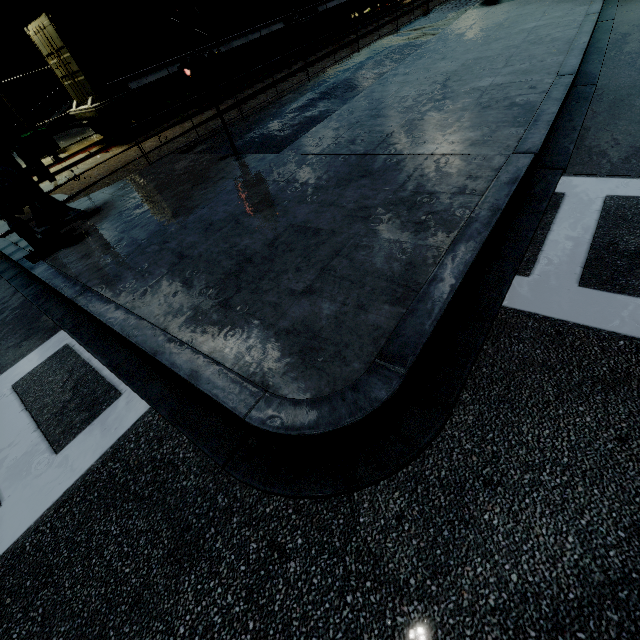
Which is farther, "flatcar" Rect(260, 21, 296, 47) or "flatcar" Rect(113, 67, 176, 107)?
"flatcar" Rect(260, 21, 296, 47)

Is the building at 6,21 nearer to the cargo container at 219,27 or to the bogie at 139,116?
the cargo container at 219,27

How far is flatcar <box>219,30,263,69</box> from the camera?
15.9 meters

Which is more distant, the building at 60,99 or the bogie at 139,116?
the building at 60,99

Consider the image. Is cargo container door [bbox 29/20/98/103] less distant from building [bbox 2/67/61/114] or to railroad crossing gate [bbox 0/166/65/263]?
railroad crossing gate [bbox 0/166/65/263]

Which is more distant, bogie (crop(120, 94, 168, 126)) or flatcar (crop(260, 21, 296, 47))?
flatcar (crop(260, 21, 296, 47))

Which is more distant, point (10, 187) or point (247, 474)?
point (10, 187)

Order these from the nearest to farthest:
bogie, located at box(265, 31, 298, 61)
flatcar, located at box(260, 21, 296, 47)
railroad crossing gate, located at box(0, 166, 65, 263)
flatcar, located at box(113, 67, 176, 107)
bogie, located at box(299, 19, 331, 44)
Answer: railroad crossing gate, located at box(0, 166, 65, 263)
flatcar, located at box(113, 67, 176, 107)
flatcar, located at box(260, 21, 296, 47)
bogie, located at box(265, 31, 298, 61)
bogie, located at box(299, 19, 331, 44)
